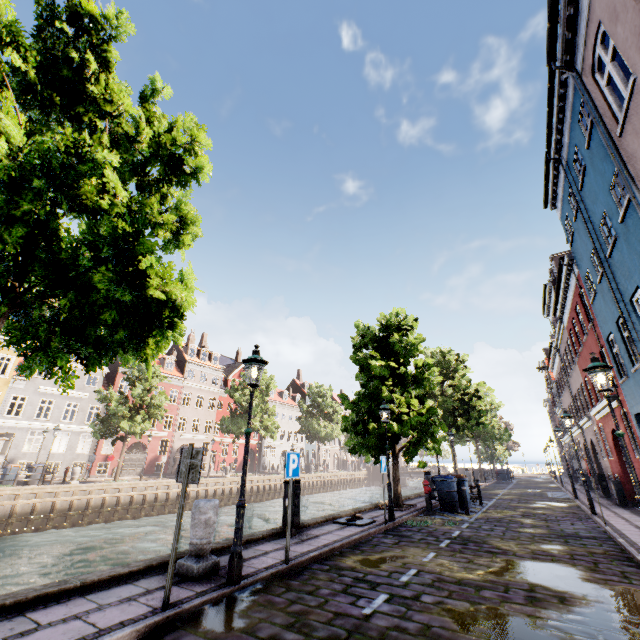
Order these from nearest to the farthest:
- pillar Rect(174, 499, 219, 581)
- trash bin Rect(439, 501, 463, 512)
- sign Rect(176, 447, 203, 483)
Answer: sign Rect(176, 447, 203, 483), pillar Rect(174, 499, 219, 581), trash bin Rect(439, 501, 463, 512)

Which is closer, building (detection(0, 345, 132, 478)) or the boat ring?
the boat ring

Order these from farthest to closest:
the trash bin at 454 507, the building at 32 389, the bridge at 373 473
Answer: the bridge at 373 473 < the building at 32 389 < the trash bin at 454 507

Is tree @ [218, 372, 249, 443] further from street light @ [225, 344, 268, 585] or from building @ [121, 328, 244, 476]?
building @ [121, 328, 244, 476]

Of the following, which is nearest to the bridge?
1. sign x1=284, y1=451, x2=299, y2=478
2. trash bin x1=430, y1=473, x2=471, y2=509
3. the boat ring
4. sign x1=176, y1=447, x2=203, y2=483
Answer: trash bin x1=430, y1=473, x2=471, y2=509

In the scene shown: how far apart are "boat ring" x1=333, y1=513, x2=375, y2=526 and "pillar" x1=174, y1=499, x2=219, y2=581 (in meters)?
5.24

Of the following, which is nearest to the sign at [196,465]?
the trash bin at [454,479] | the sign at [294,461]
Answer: the sign at [294,461]

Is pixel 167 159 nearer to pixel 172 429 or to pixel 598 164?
pixel 598 164
